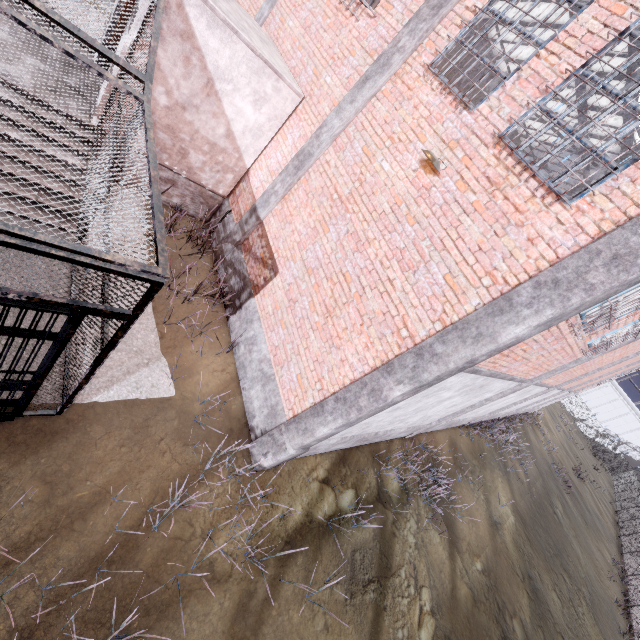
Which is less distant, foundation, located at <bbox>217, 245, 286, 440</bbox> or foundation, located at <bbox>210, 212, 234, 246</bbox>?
foundation, located at <bbox>217, 245, 286, 440</bbox>

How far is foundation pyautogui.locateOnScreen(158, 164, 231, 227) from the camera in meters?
7.7 m

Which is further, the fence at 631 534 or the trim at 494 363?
the fence at 631 534

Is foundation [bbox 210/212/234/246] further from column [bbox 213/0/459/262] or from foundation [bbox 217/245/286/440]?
foundation [bbox 217/245/286/440]

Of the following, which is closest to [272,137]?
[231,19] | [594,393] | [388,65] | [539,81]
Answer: [231,19]

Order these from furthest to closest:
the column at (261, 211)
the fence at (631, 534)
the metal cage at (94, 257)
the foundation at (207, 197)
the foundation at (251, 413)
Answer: the fence at (631, 534)
the foundation at (207, 197)
the foundation at (251, 413)
the column at (261, 211)
the metal cage at (94, 257)

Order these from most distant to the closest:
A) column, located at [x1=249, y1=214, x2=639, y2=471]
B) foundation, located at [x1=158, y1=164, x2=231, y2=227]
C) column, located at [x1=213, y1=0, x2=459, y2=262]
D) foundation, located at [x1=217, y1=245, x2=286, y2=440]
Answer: foundation, located at [x1=158, y1=164, x2=231, y2=227], foundation, located at [x1=217, y1=245, x2=286, y2=440], column, located at [x1=213, y1=0, x2=459, y2=262], column, located at [x1=249, y1=214, x2=639, y2=471]

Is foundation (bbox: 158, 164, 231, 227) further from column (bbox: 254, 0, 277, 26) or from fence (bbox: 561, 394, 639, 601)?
fence (bbox: 561, 394, 639, 601)
